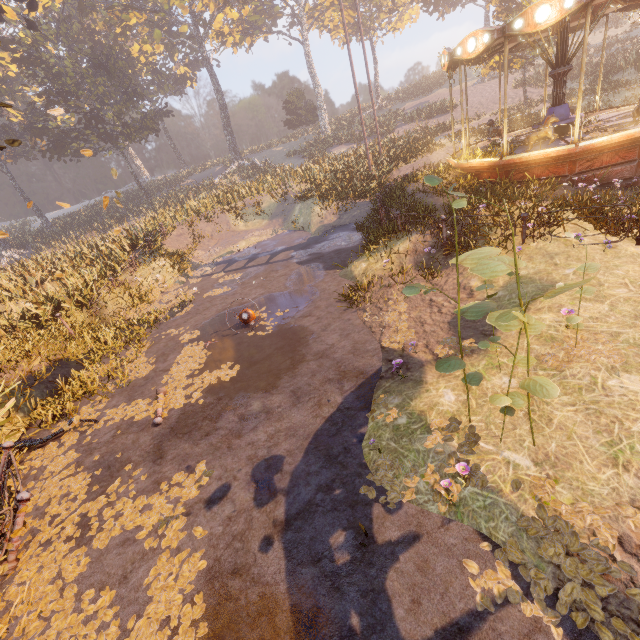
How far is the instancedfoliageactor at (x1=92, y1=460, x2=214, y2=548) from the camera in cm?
453

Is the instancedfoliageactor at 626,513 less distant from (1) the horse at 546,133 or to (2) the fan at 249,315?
(2) the fan at 249,315

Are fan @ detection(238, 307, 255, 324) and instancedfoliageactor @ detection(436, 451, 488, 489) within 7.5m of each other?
yes

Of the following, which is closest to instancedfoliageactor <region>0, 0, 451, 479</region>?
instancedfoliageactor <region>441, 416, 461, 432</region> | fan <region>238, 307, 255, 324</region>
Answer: fan <region>238, 307, 255, 324</region>

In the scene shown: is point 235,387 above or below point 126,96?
below

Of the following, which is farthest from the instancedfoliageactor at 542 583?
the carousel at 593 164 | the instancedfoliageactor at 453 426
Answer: the carousel at 593 164

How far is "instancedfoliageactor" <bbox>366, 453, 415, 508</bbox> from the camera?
4.0m

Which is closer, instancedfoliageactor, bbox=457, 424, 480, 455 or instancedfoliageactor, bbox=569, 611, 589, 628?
instancedfoliageactor, bbox=569, 611, 589, 628
